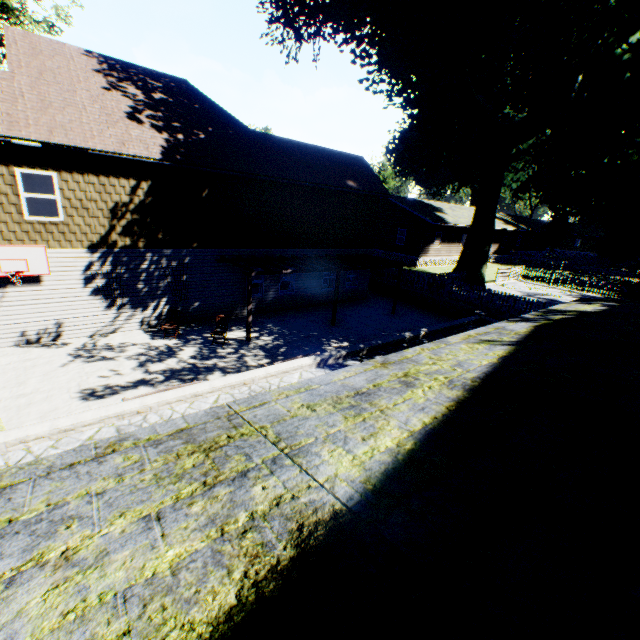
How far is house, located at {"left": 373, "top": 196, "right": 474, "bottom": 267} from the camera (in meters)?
31.37

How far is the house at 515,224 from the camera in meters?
40.1

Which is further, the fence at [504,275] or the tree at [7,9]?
the fence at [504,275]

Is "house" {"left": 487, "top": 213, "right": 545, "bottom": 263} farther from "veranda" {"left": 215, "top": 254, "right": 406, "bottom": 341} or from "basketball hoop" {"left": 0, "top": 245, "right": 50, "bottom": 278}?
"basketball hoop" {"left": 0, "top": 245, "right": 50, "bottom": 278}

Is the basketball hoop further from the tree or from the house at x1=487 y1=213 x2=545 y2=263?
the house at x1=487 y1=213 x2=545 y2=263

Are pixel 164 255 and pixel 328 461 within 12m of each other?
no

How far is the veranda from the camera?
13.4m
